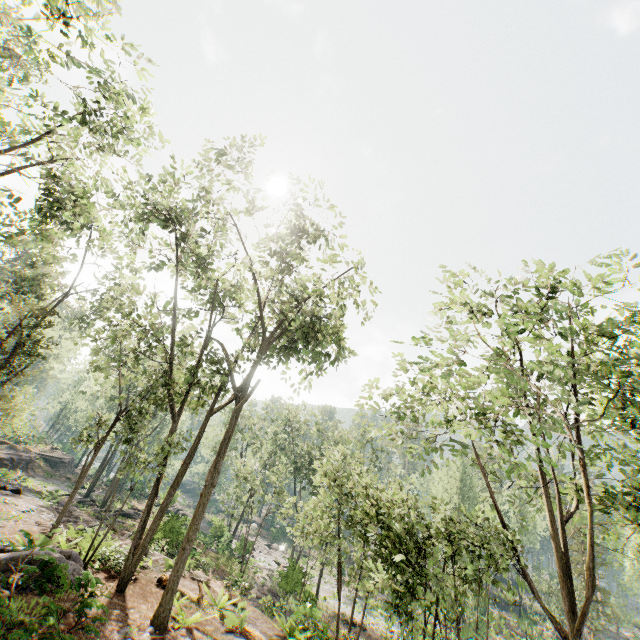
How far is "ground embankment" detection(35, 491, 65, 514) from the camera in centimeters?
1878cm

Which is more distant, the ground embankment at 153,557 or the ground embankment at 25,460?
the ground embankment at 25,460

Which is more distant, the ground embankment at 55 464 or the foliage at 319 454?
the ground embankment at 55 464

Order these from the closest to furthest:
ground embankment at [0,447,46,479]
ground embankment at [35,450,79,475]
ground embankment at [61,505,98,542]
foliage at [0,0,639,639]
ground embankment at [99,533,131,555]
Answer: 1. foliage at [0,0,639,639]
2. ground embankment at [99,533,131,555]
3. ground embankment at [61,505,98,542]
4. ground embankment at [0,447,46,479]
5. ground embankment at [35,450,79,475]

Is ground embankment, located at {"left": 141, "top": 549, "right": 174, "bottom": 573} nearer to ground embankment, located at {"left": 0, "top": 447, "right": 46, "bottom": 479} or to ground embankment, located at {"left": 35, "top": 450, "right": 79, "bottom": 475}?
ground embankment, located at {"left": 0, "top": 447, "right": 46, "bottom": 479}

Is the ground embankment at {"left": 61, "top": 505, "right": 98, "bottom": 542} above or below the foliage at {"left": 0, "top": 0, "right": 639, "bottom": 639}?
below

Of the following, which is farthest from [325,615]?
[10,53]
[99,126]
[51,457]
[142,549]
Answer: [10,53]
